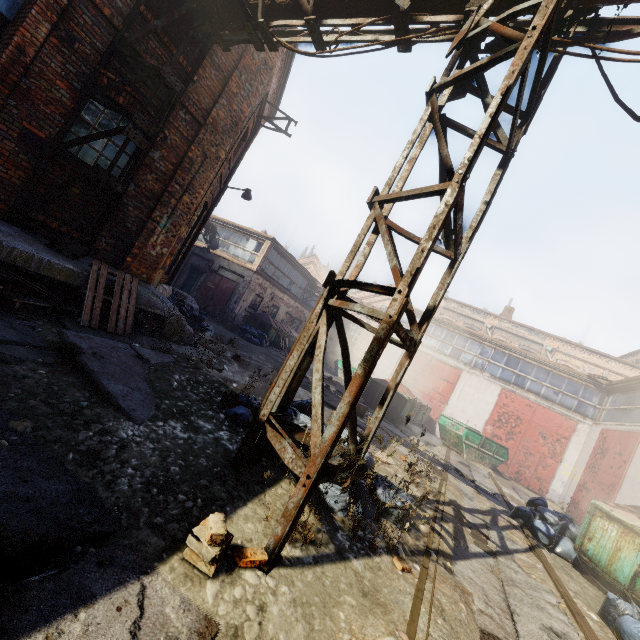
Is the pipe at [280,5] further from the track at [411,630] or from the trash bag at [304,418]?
the trash bag at [304,418]

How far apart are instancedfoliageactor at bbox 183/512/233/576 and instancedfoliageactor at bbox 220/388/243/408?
2.2m

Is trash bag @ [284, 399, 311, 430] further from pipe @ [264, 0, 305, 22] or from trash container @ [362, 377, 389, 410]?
trash container @ [362, 377, 389, 410]

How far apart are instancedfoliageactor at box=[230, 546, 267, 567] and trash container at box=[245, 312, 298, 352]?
18.0m

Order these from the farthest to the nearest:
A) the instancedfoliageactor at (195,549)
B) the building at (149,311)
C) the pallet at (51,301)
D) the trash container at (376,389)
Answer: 1. the trash container at (376,389)
2. the building at (149,311)
3. the pallet at (51,301)
4. the instancedfoliageactor at (195,549)

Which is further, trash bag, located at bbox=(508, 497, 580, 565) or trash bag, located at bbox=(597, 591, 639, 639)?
trash bag, located at bbox=(508, 497, 580, 565)

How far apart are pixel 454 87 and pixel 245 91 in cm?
616

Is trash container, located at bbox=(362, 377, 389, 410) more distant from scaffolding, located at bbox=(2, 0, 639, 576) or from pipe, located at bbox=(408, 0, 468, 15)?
pipe, located at bbox=(408, 0, 468, 15)
